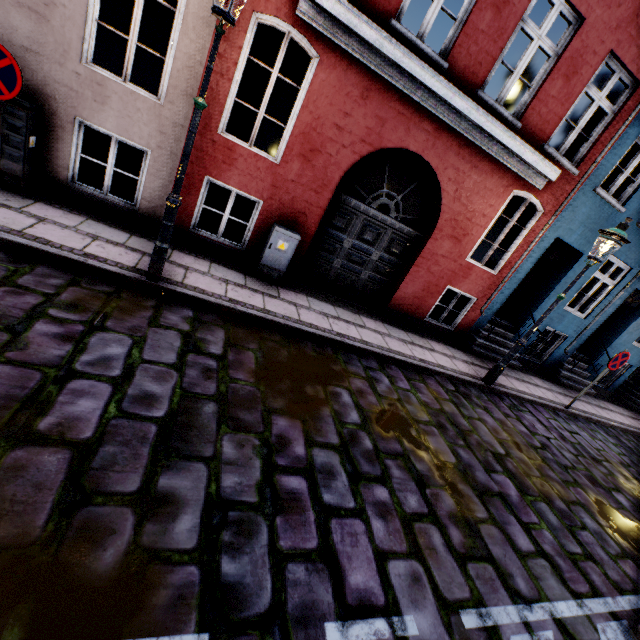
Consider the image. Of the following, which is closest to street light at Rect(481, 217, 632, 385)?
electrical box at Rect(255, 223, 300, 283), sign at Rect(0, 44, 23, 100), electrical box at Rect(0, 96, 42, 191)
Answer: electrical box at Rect(255, 223, 300, 283)

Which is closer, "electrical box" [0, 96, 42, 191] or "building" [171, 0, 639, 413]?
"electrical box" [0, 96, 42, 191]

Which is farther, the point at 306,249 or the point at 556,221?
the point at 556,221

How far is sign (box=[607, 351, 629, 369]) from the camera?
7.6 meters

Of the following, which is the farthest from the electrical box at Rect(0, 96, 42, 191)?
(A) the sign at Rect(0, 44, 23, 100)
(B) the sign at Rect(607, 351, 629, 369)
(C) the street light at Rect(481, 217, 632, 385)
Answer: (B) the sign at Rect(607, 351, 629, 369)

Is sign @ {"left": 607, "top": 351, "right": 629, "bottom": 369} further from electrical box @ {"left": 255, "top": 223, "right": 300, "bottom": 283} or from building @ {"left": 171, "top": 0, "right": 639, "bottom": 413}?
electrical box @ {"left": 255, "top": 223, "right": 300, "bottom": 283}

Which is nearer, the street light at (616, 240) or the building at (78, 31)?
the building at (78, 31)

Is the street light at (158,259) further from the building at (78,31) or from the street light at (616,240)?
the street light at (616,240)
